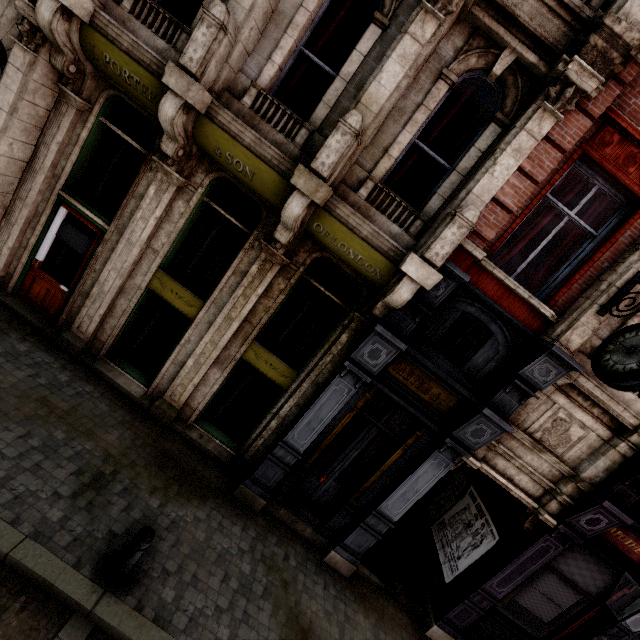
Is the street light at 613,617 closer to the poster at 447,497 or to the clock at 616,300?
the clock at 616,300

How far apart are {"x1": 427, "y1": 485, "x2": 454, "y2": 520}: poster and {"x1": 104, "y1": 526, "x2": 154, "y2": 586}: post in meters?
6.9 m

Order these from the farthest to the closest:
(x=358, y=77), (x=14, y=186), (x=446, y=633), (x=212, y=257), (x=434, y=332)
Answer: (x=212, y=257)
(x=446, y=633)
(x=14, y=186)
(x=434, y=332)
(x=358, y=77)

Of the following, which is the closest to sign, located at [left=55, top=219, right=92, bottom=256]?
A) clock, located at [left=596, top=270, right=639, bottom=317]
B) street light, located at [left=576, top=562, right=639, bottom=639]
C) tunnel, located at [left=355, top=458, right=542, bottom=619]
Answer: tunnel, located at [left=355, top=458, right=542, bottom=619]

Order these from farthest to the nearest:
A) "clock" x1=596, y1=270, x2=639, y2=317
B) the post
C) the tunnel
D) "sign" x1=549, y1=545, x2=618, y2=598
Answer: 1. the tunnel
2. "sign" x1=549, y1=545, x2=618, y2=598
3. "clock" x1=596, y1=270, x2=639, y2=317
4. the post

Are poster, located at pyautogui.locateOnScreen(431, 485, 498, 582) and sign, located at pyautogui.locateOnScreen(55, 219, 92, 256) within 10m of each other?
no

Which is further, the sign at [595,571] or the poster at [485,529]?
the poster at [485,529]
